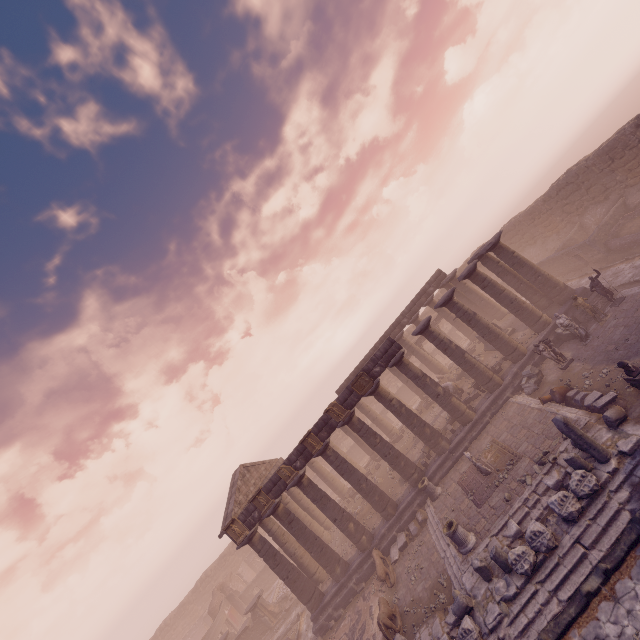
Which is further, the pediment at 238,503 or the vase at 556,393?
the pediment at 238,503

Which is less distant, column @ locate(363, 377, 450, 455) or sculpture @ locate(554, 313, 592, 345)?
sculpture @ locate(554, 313, 592, 345)

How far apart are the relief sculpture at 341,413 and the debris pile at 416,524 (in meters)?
5.95

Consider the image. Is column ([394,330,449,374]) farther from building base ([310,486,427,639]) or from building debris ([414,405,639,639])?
building debris ([414,405,639,639])

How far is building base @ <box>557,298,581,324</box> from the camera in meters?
17.6

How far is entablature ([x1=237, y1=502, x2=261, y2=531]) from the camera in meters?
18.4 m

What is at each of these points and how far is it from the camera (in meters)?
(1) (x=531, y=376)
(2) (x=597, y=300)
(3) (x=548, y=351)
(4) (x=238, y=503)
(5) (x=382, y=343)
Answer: (1) building debris, 16.72
(2) sarcophagus, 16.83
(3) sculpture, 15.46
(4) pediment, 20.30
(5) entablature, 19.20

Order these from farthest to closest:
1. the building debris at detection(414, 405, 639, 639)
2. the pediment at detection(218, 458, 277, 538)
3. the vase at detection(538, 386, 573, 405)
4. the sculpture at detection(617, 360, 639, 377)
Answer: the pediment at detection(218, 458, 277, 538)
the vase at detection(538, 386, 573, 405)
the sculpture at detection(617, 360, 639, 377)
the building debris at detection(414, 405, 639, 639)
